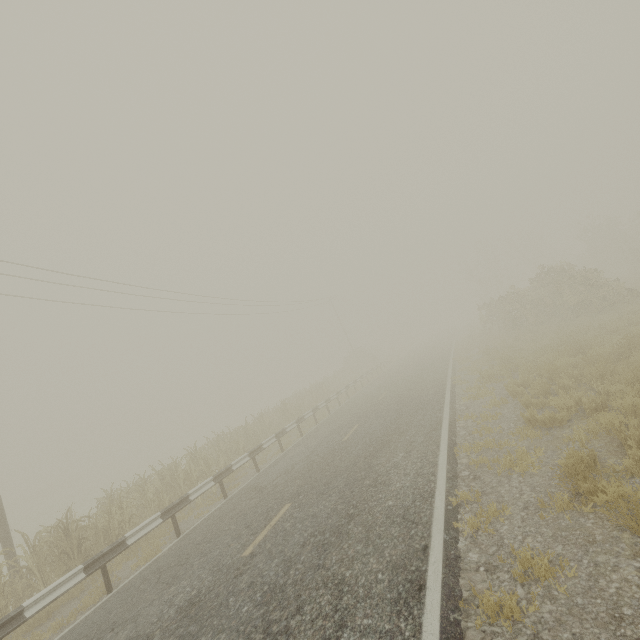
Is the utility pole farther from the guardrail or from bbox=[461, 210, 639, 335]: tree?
bbox=[461, 210, 639, 335]: tree

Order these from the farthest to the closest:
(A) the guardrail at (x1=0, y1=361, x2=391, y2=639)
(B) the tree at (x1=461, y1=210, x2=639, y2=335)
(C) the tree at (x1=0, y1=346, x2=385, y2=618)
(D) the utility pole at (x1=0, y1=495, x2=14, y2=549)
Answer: (B) the tree at (x1=461, y1=210, x2=639, y2=335) → (D) the utility pole at (x1=0, y1=495, x2=14, y2=549) → (C) the tree at (x1=0, y1=346, x2=385, y2=618) → (A) the guardrail at (x1=0, y1=361, x2=391, y2=639)

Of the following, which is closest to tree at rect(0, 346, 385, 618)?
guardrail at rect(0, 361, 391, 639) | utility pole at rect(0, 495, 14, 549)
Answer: guardrail at rect(0, 361, 391, 639)

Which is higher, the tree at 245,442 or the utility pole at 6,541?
the utility pole at 6,541

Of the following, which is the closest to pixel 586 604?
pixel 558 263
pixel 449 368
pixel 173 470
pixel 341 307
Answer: pixel 173 470

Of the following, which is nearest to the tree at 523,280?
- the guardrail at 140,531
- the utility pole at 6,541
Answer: the guardrail at 140,531
